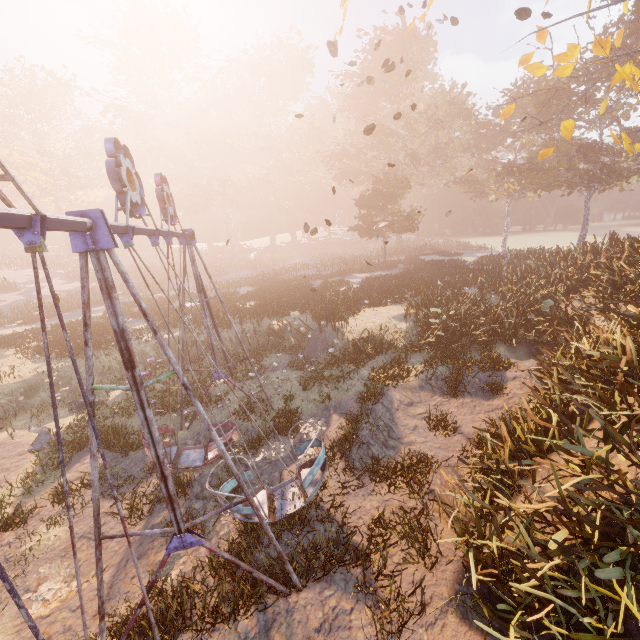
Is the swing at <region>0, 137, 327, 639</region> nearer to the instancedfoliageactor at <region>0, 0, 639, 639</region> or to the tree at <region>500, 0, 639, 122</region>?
the tree at <region>500, 0, 639, 122</region>

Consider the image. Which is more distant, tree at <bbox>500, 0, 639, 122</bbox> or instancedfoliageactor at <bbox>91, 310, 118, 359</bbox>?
instancedfoliageactor at <bbox>91, 310, 118, 359</bbox>

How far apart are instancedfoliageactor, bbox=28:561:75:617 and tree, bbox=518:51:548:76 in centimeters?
1859cm

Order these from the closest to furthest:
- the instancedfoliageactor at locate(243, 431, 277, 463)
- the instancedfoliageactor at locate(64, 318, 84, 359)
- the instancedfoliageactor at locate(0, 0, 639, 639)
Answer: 1. the instancedfoliageactor at locate(0, 0, 639, 639)
2. the instancedfoliageactor at locate(243, 431, 277, 463)
3. the instancedfoliageactor at locate(64, 318, 84, 359)

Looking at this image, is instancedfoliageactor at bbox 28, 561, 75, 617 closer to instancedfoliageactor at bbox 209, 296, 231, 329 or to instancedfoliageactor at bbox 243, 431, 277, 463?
instancedfoliageactor at bbox 243, 431, 277, 463

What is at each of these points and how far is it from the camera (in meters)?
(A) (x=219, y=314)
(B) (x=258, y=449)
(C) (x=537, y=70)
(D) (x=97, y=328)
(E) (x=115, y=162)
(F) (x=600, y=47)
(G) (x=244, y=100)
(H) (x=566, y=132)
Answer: (A) instancedfoliageactor, 20.81
(B) instancedfoliageactor, 9.12
(C) tree, 11.23
(D) instancedfoliageactor, 21.39
(E) swing, 4.61
(F) tree, 9.95
(G) instancedfoliageactor, 55.44
(H) tree, 11.63

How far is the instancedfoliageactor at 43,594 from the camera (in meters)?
5.84

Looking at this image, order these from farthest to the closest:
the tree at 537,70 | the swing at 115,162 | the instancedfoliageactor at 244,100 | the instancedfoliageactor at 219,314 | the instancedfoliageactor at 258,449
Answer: the instancedfoliageactor at 219,314 < the tree at 537,70 < the instancedfoliageactor at 258,449 < the instancedfoliageactor at 244,100 < the swing at 115,162
